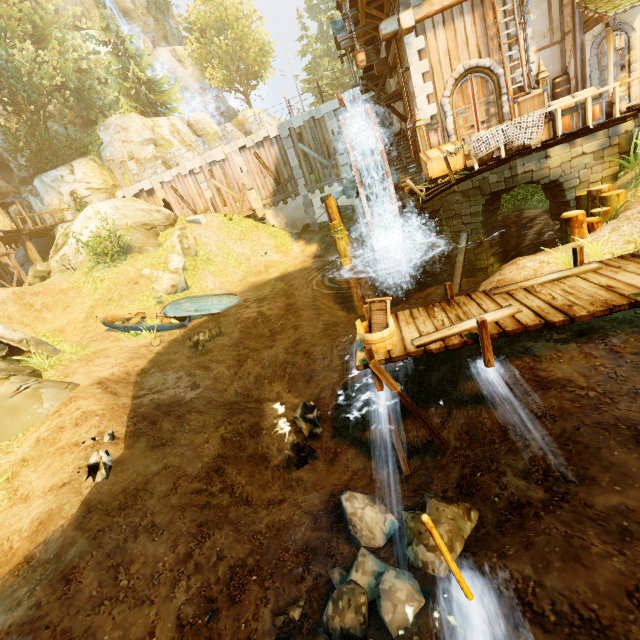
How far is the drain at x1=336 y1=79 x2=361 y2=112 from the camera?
13.6 meters

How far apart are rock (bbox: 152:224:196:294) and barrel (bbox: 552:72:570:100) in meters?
18.0

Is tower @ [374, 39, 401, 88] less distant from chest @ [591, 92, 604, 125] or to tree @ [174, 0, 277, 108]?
chest @ [591, 92, 604, 125]

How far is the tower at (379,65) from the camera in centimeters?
1368cm

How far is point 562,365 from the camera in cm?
493

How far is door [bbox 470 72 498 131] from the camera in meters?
12.1 m

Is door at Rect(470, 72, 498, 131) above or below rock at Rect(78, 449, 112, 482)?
above

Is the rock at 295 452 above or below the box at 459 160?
below
